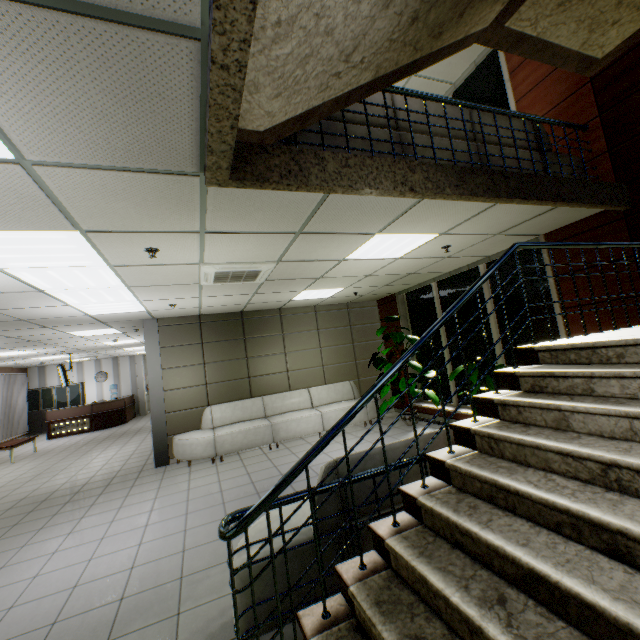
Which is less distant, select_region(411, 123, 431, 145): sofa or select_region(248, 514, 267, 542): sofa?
select_region(248, 514, 267, 542): sofa

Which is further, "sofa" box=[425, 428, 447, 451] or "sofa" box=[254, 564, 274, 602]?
"sofa" box=[425, 428, 447, 451]

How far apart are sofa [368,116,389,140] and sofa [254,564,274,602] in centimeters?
244cm

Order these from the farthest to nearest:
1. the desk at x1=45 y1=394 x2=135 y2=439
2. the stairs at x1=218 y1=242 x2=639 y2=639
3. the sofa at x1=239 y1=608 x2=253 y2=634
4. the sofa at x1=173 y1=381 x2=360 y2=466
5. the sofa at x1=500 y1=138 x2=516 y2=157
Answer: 1. the desk at x1=45 y1=394 x2=135 y2=439
2. the sofa at x1=173 y1=381 x2=360 y2=466
3. the sofa at x1=500 y1=138 x2=516 y2=157
4. the sofa at x1=239 y1=608 x2=253 y2=634
5. the stairs at x1=218 y1=242 x2=639 y2=639

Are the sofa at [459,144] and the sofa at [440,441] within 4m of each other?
yes

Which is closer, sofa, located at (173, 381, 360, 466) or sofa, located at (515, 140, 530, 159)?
sofa, located at (515, 140, 530, 159)

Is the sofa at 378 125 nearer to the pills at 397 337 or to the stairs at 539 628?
the stairs at 539 628

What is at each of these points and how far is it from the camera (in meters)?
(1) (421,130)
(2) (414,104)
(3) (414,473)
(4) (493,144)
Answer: (1) sofa, 3.40
(2) sofa, 3.42
(3) sofa, 2.77
(4) sofa, 3.81
